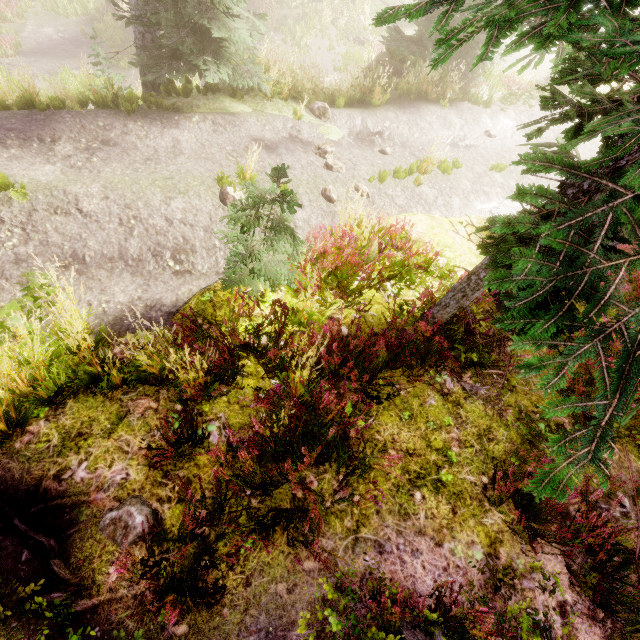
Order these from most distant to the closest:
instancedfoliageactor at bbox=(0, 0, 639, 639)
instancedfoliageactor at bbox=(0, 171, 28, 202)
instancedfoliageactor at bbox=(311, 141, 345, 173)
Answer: instancedfoliageactor at bbox=(311, 141, 345, 173) < instancedfoliageactor at bbox=(0, 171, 28, 202) < instancedfoliageactor at bbox=(0, 0, 639, 639)

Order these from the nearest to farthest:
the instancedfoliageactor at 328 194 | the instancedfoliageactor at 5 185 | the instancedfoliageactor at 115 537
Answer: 1. the instancedfoliageactor at 115 537
2. the instancedfoliageactor at 5 185
3. the instancedfoliageactor at 328 194

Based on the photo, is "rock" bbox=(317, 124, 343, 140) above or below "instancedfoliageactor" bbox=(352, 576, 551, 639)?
below

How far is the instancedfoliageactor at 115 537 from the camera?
2.9m

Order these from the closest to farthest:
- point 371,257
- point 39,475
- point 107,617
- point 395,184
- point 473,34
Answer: point 473,34
point 107,617
point 39,475
point 371,257
point 395,184

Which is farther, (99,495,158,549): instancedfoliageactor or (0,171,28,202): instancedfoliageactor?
(0,171,28,202): instancedfoliageactor

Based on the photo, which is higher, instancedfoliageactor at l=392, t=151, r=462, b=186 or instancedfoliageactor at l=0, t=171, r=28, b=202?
instancedfoliageactor at l=0, t=171, r=28, b=202
